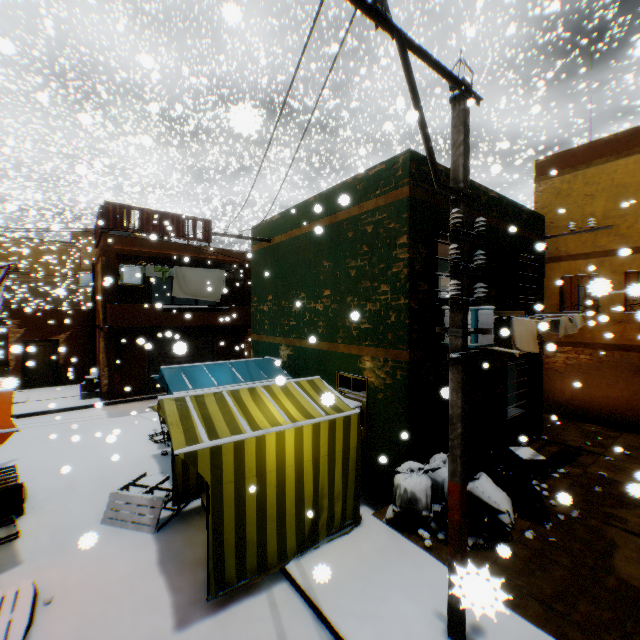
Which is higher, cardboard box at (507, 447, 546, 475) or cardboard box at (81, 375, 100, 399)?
cardboard box at (81, 375, 100, 399)

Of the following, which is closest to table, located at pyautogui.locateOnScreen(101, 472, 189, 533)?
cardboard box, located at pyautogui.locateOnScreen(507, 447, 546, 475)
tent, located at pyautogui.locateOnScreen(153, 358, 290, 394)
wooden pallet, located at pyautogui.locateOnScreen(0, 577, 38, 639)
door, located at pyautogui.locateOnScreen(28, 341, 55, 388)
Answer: tent, located at pyautogui.locateOnScreen(153, 358, 290, 394)

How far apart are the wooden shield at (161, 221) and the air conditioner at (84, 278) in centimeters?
61cm

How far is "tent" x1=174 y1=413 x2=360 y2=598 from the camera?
4.40m

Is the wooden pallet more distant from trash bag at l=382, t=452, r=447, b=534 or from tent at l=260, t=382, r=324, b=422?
trash bag at l=382, t=452, r=447, b=534

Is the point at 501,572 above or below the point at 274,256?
below

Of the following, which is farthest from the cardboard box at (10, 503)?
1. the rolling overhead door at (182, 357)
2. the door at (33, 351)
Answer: the door at (33, 351)

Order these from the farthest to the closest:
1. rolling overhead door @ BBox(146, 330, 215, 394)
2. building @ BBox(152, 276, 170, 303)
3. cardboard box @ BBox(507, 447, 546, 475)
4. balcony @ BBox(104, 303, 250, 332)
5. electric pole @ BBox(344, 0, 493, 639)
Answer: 1. building @ BBox(152, 276, 170, 303)
2. rolling overhead door @ BBox(146, 330, 215, 394)
3. balcony @ BBox(104, 303, 250, 332)
4. cardboard box @ BBox(507, 447, 546, 475)
5. electric pole @ BBox(344, 0, 493, 639)
